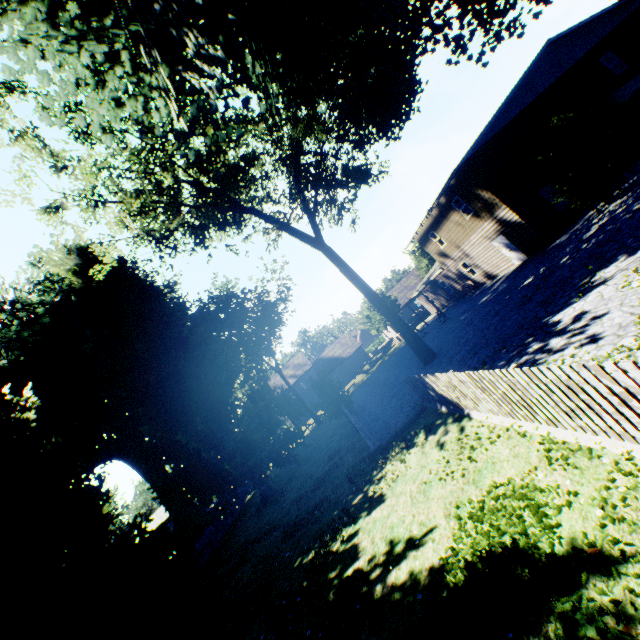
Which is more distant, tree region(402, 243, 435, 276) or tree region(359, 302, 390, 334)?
tree region(359, 302, 390, 334)

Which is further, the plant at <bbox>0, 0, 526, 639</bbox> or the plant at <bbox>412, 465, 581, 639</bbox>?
the plant at <bbox>0, 0, 526, 639</bbox>

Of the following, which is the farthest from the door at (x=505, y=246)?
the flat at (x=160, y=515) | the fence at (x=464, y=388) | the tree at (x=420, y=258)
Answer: the flat at (x=160, y=515)

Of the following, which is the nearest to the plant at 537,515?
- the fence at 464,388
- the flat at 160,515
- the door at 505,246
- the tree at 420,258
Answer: the fence at 464,388

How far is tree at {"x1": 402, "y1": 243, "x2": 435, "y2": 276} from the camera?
45.4 meters

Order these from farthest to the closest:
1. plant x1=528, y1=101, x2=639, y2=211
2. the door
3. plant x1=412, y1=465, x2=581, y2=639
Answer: the door < plant x1=528, y1=101, x2=639, y2=211 < plant x1=412, y1=465, x2=581, y2=639

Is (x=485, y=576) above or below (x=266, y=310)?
below
